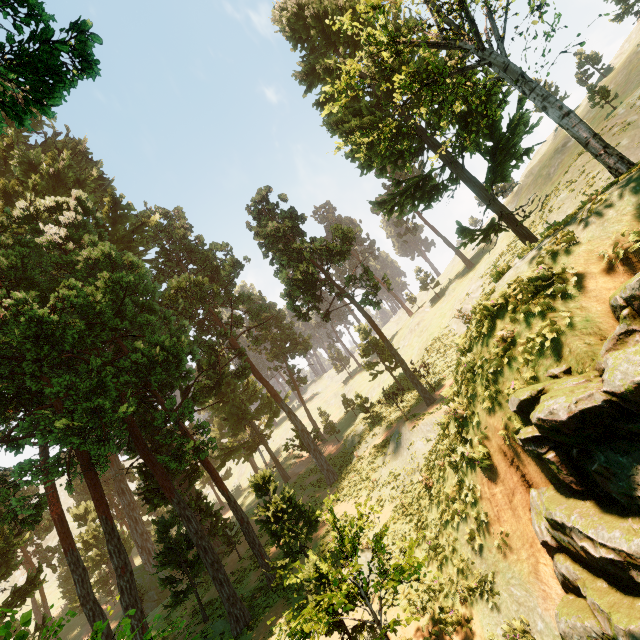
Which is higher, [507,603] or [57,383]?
[57,383]

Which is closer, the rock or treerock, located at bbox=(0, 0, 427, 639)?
the rock

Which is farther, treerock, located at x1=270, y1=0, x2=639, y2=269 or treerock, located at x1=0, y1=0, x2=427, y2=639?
treerock, located at x1=270, y1=0, x2=639, y2=269

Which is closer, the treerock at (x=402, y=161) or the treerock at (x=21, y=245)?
the treerock at (x=21, y=245)

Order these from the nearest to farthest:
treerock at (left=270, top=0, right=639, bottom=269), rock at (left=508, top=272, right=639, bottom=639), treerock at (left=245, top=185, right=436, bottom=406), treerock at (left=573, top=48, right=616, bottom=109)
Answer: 1. rock at (left=508, top=272, right=639, bottom=639)
2. treerock at (left=270, top=0, right=639, bottom=269)
3. treerock at (left=245, top=185, right=436, bottom=406)
4. treerock at (left=573, top=48, right=616, bottom=109)

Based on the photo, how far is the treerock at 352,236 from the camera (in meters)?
24.94
